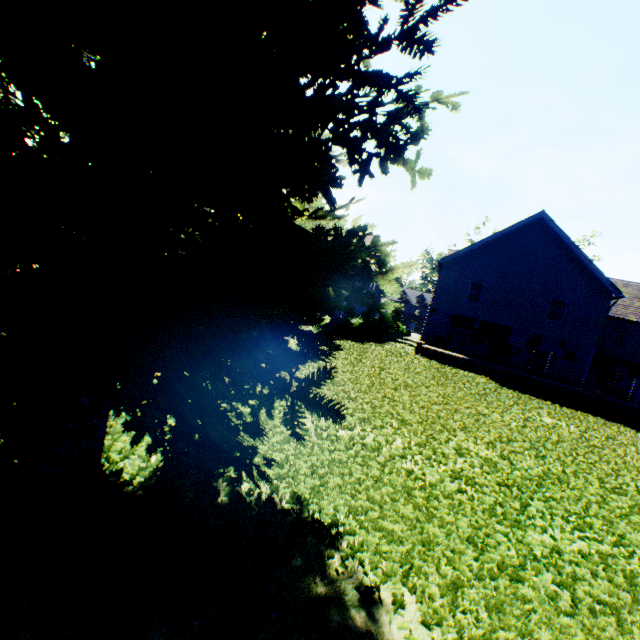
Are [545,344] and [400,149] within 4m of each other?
no

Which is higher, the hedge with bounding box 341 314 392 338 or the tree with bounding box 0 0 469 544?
the tree with bounding box 0 0 469 544

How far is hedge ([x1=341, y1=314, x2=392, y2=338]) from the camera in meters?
22.5

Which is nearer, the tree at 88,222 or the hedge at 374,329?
the tree at 88,222

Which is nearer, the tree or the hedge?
the tree

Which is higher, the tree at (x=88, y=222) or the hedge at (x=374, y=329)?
the tree at (x=88, y=222)
